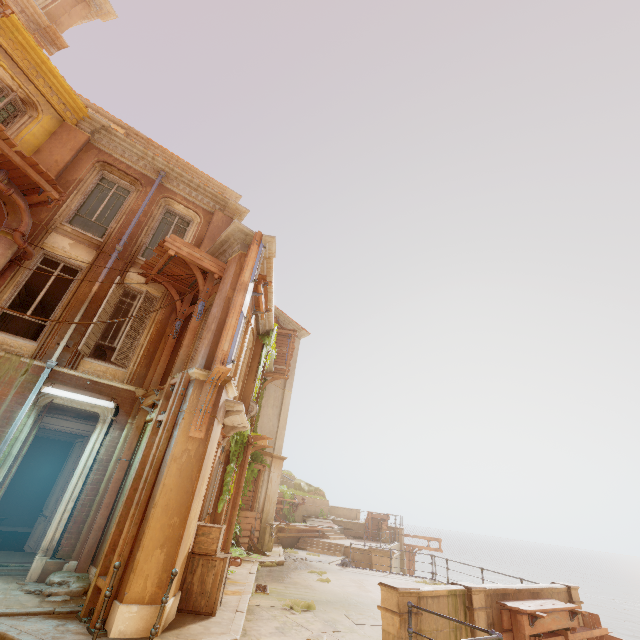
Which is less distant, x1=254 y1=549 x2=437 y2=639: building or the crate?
the crate

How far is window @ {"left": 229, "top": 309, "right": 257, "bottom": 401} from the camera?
10.84m

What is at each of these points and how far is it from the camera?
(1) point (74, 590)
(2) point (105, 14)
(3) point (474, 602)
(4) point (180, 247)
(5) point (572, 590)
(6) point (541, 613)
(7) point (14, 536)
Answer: (1) rubble, 6.6 meters
(2) trim, 14.6 meters
(3) column, 7.0 meters
(4) wood, 9.1 meters
(5) column, 9.6 meters
(6) wood, 7.0 meters
(7) rock, 12.8 meters

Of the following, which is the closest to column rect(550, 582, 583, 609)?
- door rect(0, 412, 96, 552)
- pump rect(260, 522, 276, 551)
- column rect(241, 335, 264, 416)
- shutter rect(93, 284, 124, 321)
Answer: column rect(241, 335, 264, 416)

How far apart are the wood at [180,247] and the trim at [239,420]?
3.49m

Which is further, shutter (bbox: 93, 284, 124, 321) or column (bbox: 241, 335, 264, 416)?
column (bbox: 241, 335, 264, 416)

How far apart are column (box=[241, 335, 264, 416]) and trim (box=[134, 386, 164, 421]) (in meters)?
3.64

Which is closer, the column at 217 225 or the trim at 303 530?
the column at 217 225
